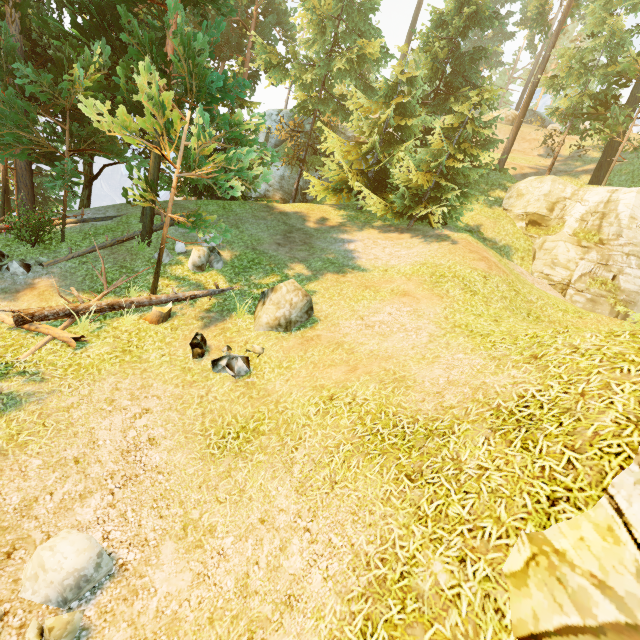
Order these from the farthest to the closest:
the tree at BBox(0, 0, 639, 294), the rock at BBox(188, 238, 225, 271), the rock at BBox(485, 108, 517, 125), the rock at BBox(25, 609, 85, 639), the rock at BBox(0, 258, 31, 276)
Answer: the rock at BBox(485, 108, 517, 125)
the rock at BBox(188, 238, 225, 271)
the rock at BBox(0, 258, 31, 276)
the tree at BBox(0, 0, 639, 294)
the rock at BBox(25, 609, 85, 639)

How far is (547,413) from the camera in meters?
4.3

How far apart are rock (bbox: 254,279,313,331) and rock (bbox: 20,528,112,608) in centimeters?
590cm

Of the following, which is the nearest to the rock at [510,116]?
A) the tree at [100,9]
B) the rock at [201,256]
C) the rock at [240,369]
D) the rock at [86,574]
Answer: the tree at [100,9]

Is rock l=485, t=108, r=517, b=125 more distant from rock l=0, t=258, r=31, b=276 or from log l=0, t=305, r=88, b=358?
rock l=0, t=258, r=31, b=276

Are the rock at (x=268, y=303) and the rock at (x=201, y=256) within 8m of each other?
yes

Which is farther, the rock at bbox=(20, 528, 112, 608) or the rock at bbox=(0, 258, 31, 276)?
the rock at bbox=(0, 258, 31, 276)

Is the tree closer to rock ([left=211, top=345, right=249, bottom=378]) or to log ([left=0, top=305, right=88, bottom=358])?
log ([left=0, top=305, right=88, bottom=358])
